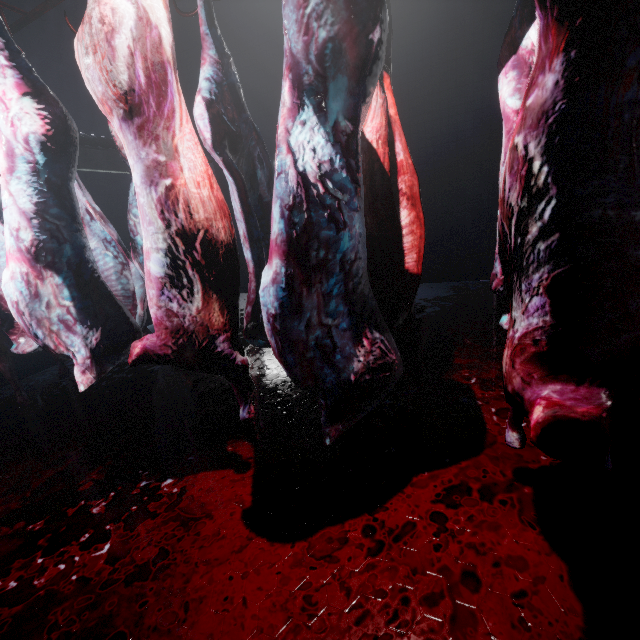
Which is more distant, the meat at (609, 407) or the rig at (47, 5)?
the rig at (47, 5)

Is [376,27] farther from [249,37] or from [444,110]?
[249,37]

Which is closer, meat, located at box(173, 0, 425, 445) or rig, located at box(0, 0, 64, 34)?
meat, located at box(173, 0, 425, 445)

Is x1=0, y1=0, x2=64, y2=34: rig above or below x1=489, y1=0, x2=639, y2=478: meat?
above

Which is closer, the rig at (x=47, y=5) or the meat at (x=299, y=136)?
the meat at (x=299, y=136)

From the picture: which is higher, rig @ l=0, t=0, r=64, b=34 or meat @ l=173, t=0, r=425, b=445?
rig @ l=0, t=0, r=64, b=34

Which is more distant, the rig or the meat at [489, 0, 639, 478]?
the rig
